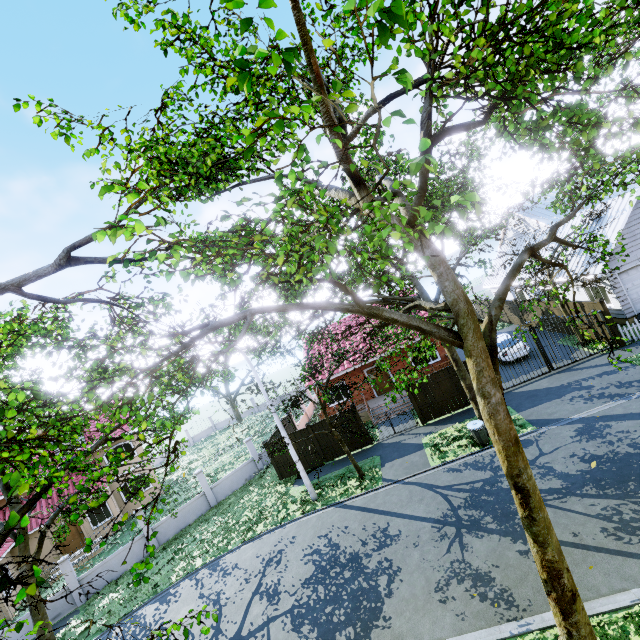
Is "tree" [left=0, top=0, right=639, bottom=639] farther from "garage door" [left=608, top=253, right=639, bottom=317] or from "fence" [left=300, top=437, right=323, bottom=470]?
"garage door" [left=608, top=253, right=639, bottom=317]

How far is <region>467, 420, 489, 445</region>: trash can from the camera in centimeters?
1354cm

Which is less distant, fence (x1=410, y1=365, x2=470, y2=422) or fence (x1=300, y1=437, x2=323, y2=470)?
fence (x1=410, y1=365, x2=470, y2=422)

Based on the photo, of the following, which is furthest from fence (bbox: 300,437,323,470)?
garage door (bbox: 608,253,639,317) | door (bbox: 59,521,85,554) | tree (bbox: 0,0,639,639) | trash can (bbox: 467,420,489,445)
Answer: door (bbox: 59,521,85,554)

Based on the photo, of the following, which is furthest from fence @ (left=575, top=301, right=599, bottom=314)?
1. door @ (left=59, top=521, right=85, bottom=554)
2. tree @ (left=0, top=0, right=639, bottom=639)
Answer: door @ (left=59, top=521, right=85, bottom=554)

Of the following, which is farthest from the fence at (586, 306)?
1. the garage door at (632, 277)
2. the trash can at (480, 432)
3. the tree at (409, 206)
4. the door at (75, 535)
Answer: the door at (75, 535)

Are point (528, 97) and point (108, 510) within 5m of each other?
no

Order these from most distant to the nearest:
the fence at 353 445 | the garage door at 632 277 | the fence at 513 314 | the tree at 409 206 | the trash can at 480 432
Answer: the fence at 513 314 → the fence at 353 445 → the garage door at 632 277 → the trash can at 480 432 → the tree at 409 206
